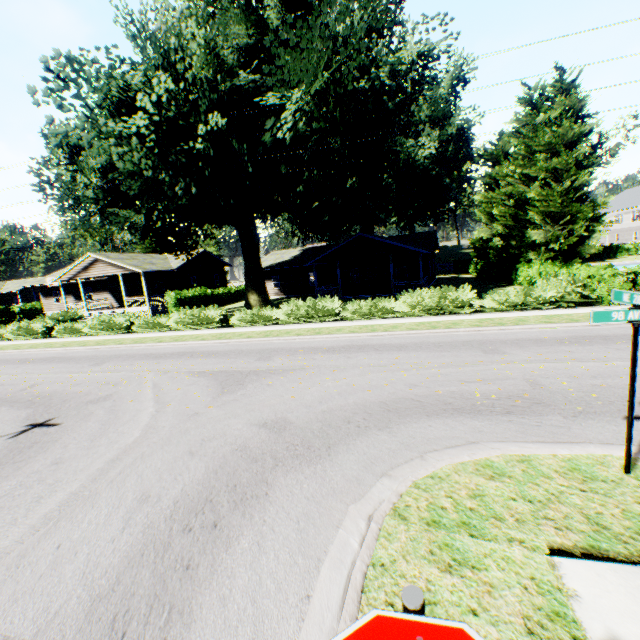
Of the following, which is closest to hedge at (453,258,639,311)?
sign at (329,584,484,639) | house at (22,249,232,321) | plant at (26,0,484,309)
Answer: plant at (26,0,484,309)

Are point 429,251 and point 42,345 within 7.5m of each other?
no

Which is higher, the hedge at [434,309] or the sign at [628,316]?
the sign at [628,316]

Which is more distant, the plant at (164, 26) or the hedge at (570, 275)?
the hedge at (570, 275)

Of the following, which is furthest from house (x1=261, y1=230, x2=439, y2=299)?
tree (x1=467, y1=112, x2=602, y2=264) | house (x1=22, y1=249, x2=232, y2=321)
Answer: house (x1=22, y1=249, x2=232, y2=321)

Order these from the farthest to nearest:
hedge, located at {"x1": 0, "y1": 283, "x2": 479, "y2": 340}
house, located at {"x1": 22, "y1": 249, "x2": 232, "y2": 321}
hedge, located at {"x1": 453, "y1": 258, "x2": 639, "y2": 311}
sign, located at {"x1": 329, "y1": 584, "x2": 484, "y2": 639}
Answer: house, located at {"x1": 22, "y1": 249, "x2": 232, "y2": 321}
hedge, located at {"x1": 0, "y1": 283, "x2": 479, "y2": 340}
hedge, located at {"x1": 453, "y1": 258, "x2": 639, "y2": 311}
sign, located at {"x1": 329, "y1": 584, "x2": 484, "y2": 639}

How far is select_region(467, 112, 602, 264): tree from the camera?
23.3m

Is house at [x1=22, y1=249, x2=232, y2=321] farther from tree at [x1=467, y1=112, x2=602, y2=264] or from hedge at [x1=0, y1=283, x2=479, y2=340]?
tree at [x1=467, y1=112, x2=602, y2=264]
